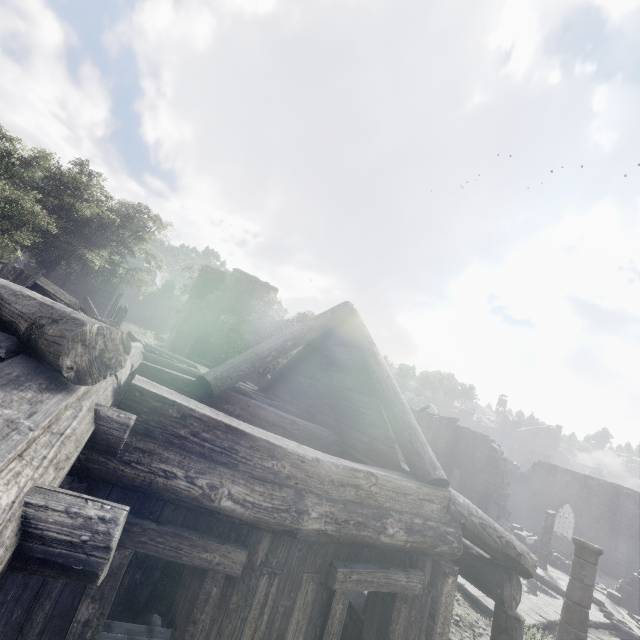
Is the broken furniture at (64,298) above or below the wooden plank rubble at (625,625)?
above

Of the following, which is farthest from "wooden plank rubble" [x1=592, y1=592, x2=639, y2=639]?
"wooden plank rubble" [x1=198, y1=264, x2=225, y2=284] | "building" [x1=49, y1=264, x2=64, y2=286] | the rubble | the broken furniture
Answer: "wooden plank rubble" [x1=198, y1=264, x2=225, y2=284]

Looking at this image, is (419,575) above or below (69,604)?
above

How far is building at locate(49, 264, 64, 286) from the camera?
20.5 meters

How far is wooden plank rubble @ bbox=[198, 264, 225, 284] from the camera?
26.2m

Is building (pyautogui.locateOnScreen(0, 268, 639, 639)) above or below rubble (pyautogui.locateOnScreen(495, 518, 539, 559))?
above

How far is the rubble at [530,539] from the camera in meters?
22.1 m

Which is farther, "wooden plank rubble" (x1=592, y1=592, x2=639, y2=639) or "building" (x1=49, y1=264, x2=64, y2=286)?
"building" (x1=49, y1=264, x2=64, y2=286)
